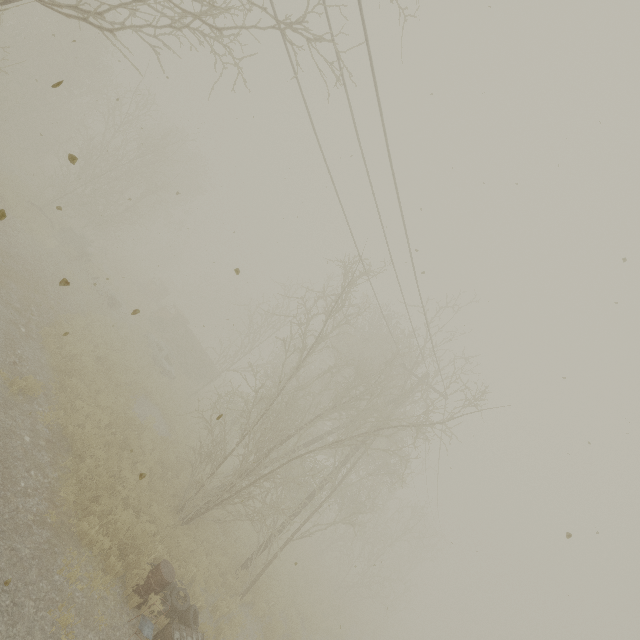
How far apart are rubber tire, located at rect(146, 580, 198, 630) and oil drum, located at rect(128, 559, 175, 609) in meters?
0.0 m

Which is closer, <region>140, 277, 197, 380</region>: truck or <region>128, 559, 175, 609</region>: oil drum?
<region>128, 559, 175, 609</region>: oil drum

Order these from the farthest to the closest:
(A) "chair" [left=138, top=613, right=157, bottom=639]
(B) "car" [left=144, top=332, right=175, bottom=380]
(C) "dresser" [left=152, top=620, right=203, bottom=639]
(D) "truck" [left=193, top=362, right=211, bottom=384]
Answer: (D) "truck" [left=193, top=362, right=211, bottom=384]
(B) "car" [left=144, top=332, right=175, bottom=380]
(C) "dresser" [left=152, top=620, right=203, bottom=639]
(A) "chair" [left=138, top=613, right=157, bottom=639]

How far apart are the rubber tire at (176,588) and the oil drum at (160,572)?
0.0 meters

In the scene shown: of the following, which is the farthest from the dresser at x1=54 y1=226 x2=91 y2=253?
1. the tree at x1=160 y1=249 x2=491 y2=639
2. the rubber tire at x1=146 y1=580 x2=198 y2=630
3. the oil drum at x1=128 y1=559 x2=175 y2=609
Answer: the oil drum at x1=128 y1=559 x2=175 y2=609

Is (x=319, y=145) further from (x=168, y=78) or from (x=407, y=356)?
(x=407, y=356)

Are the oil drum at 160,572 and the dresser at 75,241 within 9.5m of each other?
no

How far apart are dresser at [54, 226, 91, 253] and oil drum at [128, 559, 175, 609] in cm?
2130
